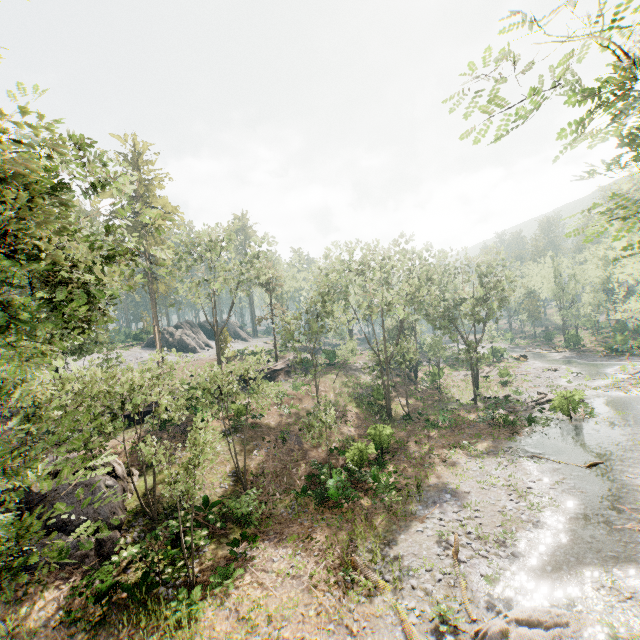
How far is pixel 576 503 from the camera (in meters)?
17.14

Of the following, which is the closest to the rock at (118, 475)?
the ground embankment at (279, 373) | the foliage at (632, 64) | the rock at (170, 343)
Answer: the foliage at (632, 64)

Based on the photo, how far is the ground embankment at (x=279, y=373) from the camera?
40.64m

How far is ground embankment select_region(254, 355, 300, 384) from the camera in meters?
40.6

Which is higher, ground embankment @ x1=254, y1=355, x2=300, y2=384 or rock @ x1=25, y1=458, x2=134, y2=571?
ground embankment @ x1=254, y1=355, x2=300, y2=384

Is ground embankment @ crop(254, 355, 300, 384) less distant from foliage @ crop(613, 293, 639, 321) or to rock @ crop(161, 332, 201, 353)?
foliage @ crop(613, 293, 639, 321)

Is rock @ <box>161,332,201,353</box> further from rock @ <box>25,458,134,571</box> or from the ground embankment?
rock @ <box>25,458,134,571</box>

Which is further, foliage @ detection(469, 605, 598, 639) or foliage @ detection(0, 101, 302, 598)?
foliage @ detection(469, 605, 598, 639)
